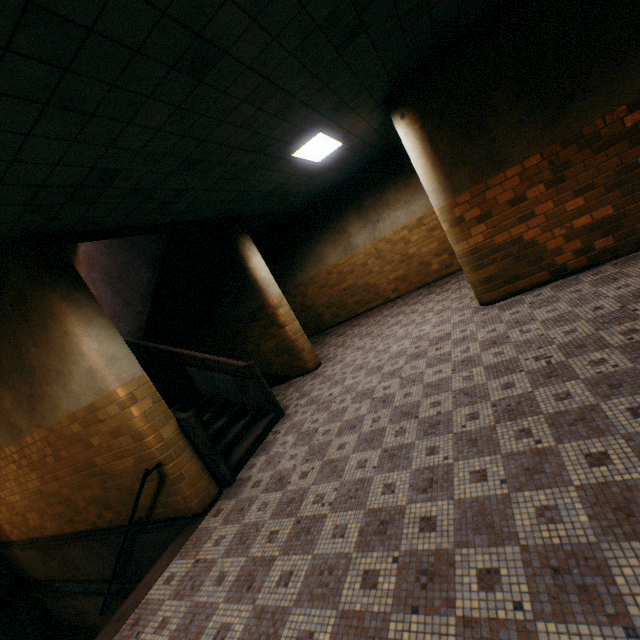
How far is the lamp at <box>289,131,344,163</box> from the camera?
5.43m

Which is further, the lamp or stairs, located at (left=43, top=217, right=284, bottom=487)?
the lamp

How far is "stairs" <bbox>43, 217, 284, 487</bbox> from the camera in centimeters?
487cm

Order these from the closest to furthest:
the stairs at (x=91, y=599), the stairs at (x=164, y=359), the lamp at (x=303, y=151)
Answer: the stairs at (x=91, y=599), the stairs at (x=164, y=359), the lamp at (x=303, y=151)

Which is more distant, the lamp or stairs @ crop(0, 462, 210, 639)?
the lamp

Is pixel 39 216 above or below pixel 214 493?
above

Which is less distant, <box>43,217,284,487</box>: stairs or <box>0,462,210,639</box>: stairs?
<box>0,462,210,639</box>: stairs

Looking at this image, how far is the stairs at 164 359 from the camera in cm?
487
